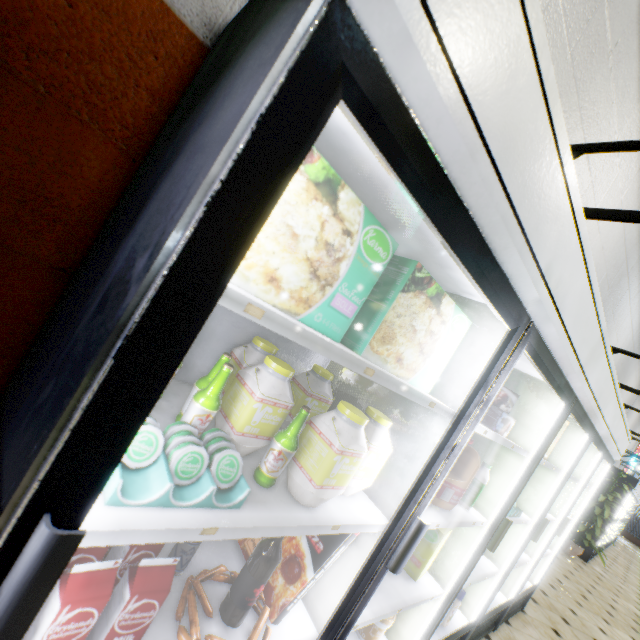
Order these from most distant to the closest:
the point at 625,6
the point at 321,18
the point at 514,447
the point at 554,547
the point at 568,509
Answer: the point at 554,547
the point at 568,509
the point at 625,6
the point at 514,447
the point at 321,18

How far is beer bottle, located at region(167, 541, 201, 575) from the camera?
0.98m

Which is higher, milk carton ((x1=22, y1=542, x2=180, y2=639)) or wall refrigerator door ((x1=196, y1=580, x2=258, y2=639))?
milk carton ((x1=22, y1=542, x2=180, y2=639))

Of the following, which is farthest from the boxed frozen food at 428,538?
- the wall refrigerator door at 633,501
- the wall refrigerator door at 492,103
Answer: the wall refrigerator door at 633,501

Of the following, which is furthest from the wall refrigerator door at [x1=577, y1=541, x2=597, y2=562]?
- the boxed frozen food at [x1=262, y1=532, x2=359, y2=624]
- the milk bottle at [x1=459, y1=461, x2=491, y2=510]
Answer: the boxed frozen food at [x1=262, y1=532, x2=359, y2=624]

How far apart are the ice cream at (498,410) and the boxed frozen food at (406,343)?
0.7m

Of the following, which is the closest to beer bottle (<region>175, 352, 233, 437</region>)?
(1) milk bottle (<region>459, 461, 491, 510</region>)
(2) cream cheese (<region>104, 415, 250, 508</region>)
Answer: (2) cream cheese (<region>104, 415, 250, 508</region>)

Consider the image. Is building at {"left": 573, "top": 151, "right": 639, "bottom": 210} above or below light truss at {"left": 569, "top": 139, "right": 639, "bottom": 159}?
above
